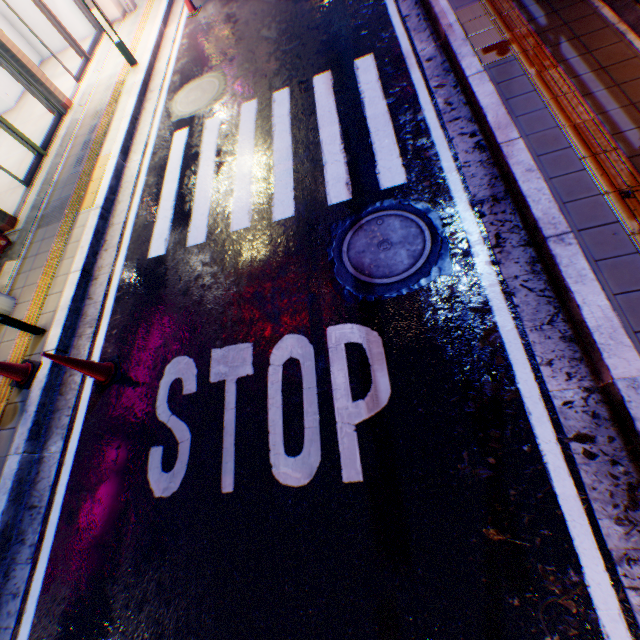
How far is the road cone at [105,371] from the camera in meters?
3.8

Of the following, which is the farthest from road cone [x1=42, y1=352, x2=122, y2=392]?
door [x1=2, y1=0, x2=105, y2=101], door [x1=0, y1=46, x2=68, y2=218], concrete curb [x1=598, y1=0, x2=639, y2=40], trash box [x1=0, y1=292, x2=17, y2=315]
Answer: door [x1=2, y1=0, x2=105, y2=101]

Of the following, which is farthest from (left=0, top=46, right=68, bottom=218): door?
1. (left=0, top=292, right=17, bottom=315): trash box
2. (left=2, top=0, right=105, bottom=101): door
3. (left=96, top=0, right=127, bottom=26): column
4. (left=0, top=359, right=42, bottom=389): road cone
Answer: (left=96, top=0, right=127, bottom=26): column

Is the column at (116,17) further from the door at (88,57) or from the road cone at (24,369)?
the road cone at (24,369)

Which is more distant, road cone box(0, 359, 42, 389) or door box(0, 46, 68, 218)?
door box(0, 46, 68, 218)

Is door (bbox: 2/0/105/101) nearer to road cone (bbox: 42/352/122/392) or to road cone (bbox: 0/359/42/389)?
road cone (bbox: 0/359/42/389)

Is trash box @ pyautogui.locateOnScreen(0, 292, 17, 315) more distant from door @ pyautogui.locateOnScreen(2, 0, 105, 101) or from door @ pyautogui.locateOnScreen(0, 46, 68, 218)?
door @ pyautogui.locateOnScreen(2, 0, 105, 101)

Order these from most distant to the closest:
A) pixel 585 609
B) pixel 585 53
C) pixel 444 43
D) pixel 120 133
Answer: pixel 120 133
pixel 444 43
pixel 585 53
pixel 585 609
